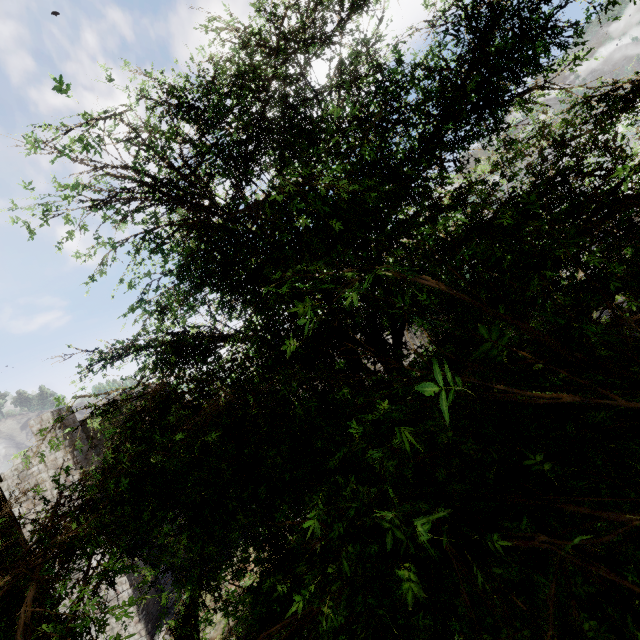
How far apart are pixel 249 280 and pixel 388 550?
3.1m

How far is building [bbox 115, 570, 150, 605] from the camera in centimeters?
1577cm

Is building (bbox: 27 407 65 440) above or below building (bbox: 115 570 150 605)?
above

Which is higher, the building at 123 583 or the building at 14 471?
the building at 14 471
